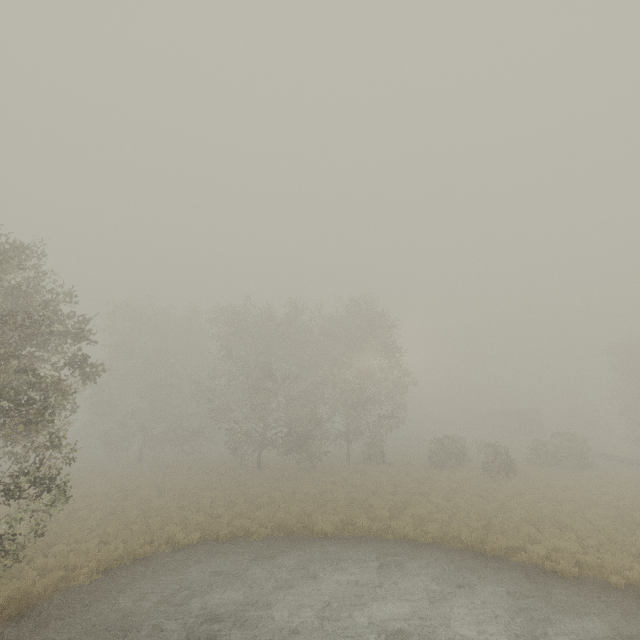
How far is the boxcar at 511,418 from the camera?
48.3 meters

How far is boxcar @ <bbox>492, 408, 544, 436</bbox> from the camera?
48.3 meters

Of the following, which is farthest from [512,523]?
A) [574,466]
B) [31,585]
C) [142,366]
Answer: [142,366]
